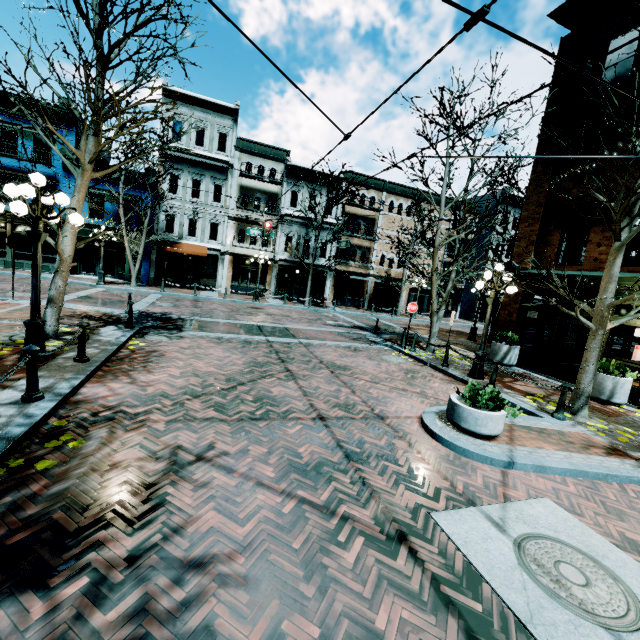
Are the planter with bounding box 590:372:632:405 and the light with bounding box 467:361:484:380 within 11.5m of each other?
yes

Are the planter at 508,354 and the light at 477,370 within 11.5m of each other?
yes

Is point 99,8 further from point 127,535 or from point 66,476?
point 127,535

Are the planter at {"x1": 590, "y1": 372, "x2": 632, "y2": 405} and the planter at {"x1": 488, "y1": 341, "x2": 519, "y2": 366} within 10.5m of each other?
yes

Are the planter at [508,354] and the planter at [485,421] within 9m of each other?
yes

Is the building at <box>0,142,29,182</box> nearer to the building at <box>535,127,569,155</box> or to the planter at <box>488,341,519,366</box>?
the building at <box>535,127,569,155</box>

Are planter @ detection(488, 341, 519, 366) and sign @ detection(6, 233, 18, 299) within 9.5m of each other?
no

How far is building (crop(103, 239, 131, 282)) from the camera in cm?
2398
